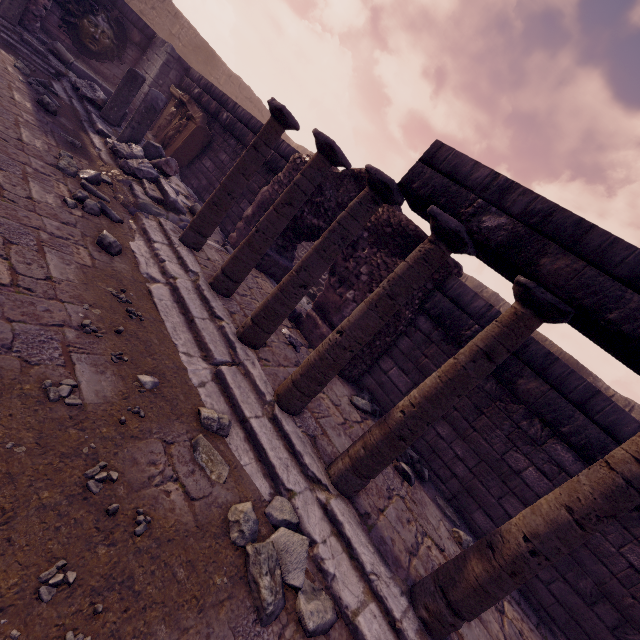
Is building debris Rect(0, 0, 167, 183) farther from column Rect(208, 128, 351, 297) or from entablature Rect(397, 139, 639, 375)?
entablature Rect(397, 139, 639, 375)

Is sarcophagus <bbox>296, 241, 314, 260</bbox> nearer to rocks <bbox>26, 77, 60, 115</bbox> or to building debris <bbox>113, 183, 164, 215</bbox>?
building debris <bbox>113, 183, 164, 215</bbox>

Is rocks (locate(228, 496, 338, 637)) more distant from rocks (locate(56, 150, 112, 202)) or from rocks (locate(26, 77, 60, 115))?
rocks (locate(26, 77, 60, 115))

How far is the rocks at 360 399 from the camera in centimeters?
508cm

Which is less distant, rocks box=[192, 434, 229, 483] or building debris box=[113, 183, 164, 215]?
rocks box=[192, 434, 229, 483]

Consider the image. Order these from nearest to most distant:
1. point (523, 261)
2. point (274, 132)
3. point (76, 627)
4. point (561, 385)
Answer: point (76, 627)
point (523, 261)
point (561, 385)
point (274, 132)

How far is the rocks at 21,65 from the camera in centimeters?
651cm

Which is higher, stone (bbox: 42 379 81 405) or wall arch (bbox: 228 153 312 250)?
wall arch (bbox: 228 153 312 250)
